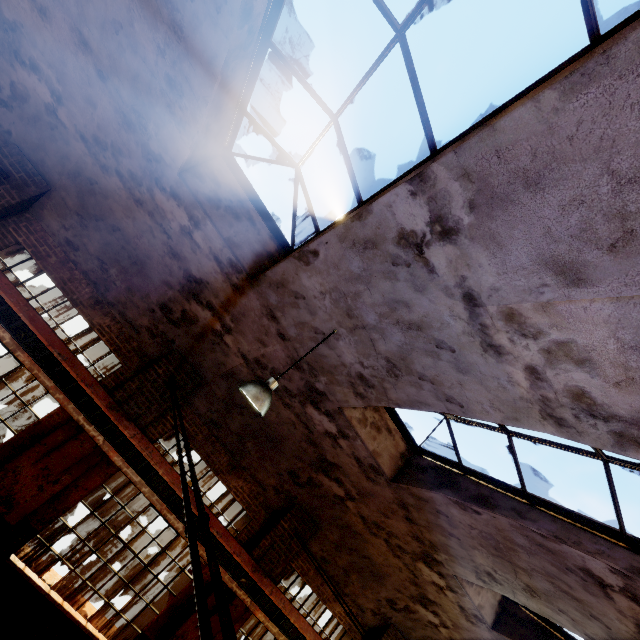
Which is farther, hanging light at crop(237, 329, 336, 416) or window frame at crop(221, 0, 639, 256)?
hanging light at crop(237, 329, 336, 416)

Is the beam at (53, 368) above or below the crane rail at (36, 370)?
above

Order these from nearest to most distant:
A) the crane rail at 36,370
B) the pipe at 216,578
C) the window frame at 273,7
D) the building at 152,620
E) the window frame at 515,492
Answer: the pipe at 216,578, the window frame at 273,7, the window frame at 515,492, the crane rail at 36,370, the building at 152,620

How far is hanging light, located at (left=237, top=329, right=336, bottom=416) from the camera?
4.16m

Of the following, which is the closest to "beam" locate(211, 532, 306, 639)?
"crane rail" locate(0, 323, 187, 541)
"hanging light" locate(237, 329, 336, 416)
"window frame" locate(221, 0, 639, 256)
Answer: "crane rail" locate(0, 323, 187, 541)

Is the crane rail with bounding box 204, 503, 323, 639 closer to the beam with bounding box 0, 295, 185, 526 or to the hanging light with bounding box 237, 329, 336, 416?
the beam with bounding box 0, 295, 185, 526

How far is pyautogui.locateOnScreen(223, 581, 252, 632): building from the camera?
7.2m

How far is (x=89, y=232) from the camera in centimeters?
663cm
